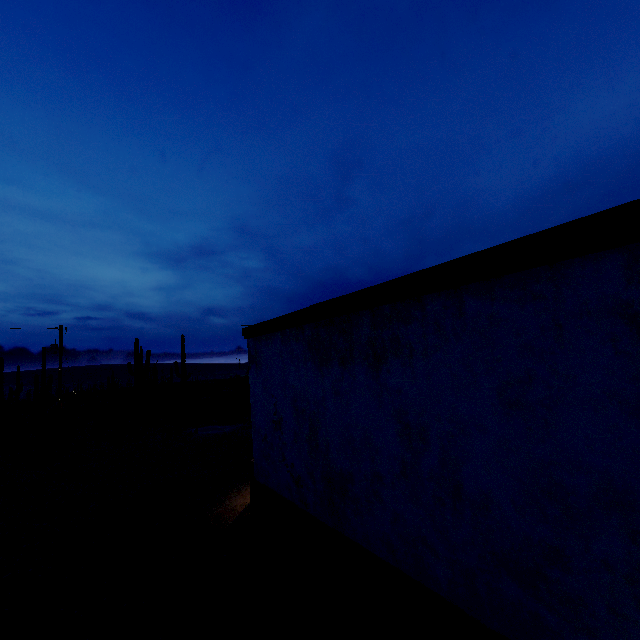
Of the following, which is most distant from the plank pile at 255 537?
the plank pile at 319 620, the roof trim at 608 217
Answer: the roof trim at 608 217

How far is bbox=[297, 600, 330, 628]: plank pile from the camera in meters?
4.1

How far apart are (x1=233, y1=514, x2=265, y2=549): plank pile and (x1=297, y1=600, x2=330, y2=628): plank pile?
1.3 meters

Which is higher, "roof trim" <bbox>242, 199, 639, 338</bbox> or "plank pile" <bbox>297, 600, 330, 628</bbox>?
"roof trim" <bbox>242, 199, 639, 338</bbox>

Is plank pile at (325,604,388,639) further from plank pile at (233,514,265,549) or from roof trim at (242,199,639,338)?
roof trim at (242,199,639,338)

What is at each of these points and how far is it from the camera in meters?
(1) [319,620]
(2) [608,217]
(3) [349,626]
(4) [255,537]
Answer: (1) plank pile, 4.1 m
(2) roof trim, 2.2 m
(3) plank pile, 4.0 m
(4) plank pile, 6.2 m

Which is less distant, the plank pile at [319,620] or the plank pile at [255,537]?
the plank pile at [319,620]

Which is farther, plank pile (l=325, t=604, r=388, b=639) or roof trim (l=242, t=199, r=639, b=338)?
plank pile (l=325, t=604, r=388, b=639)
